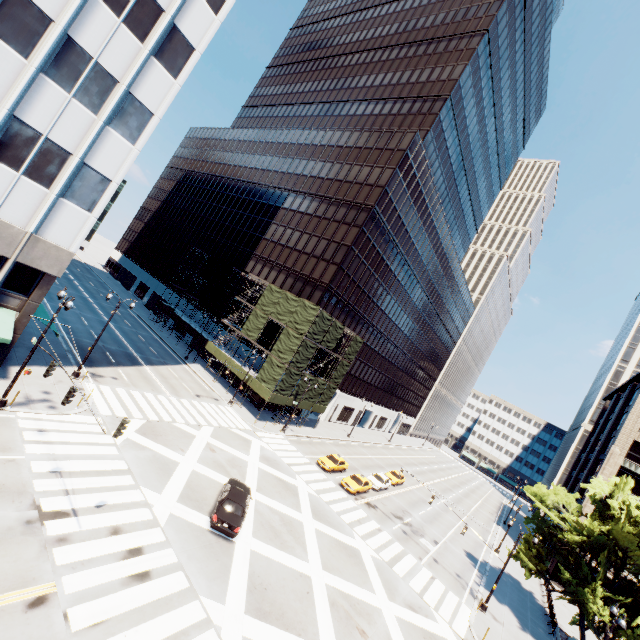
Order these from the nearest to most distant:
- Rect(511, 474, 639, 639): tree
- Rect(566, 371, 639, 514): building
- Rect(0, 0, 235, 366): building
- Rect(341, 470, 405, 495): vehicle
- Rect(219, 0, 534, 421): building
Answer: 1. Rect(0, 0, 235, 366): building
2. Rect(511, 474, 639, 639): tree
3. Rect(341, 470, 405, 495): vehicle
4. Rect(566, 371, 639, 514): building
5. Rect(219, 0, 534, 421): building

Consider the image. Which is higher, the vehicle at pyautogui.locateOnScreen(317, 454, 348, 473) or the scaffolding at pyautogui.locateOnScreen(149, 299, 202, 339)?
the scaffolding at pyautogui.locateOnScreen(149, 299, 202, 339)

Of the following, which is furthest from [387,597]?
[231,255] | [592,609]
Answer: [231,255]

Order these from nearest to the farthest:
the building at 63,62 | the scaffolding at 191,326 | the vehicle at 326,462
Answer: the building at 63,62 → the vehicle at 326,462 → the scaffolding at 191,326

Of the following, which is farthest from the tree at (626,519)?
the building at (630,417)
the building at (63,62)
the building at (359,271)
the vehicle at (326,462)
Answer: the building at (359,271)

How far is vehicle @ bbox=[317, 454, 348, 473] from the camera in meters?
35.5

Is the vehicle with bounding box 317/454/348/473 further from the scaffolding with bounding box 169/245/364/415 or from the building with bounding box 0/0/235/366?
the building with bounding box 0/0/235/366

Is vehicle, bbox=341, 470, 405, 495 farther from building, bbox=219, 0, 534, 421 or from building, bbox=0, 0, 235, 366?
building, bbox=0, 0, 235, 366
